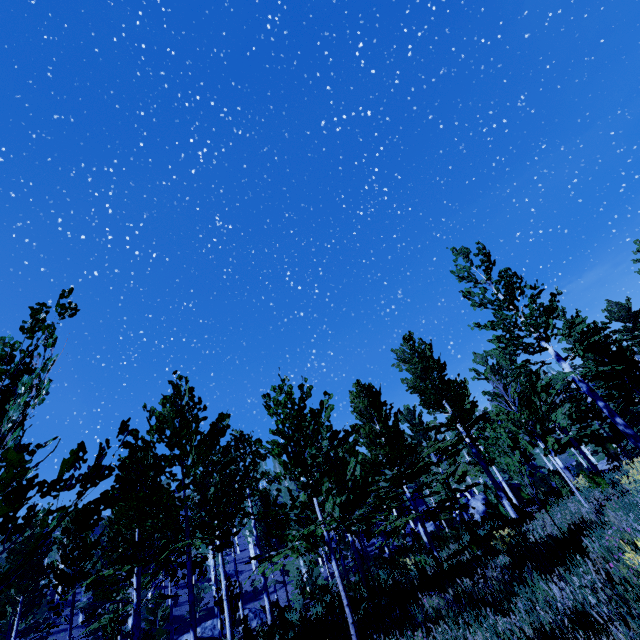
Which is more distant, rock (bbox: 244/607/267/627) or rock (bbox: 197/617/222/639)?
rock (bbox: 244/607/267/627)

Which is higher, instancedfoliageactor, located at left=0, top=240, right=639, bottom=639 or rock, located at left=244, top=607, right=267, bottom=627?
instancedfoliageactor, located at left=0, top=240, right=639, bottom=639

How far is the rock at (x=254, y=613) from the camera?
25.58m

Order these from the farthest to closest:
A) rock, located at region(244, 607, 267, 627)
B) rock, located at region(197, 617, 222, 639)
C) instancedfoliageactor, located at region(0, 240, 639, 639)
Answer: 1. rock, located at region(244, 607, 267, 627)
2. rock, located at region(197, 617, 222, 639)
3. instancedfoliageactor, located at region(0, 240, 639, 639)

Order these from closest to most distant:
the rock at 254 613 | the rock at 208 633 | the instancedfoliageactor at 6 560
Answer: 1. the instancedfoliageactor at 6 560
2. the rock at 208 633
3. the rock at 254 613

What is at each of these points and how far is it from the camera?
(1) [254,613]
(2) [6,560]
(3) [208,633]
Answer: (1) rock, 26.4 meters
(2) instancedfoliageactor, 17.3 meters
(3) rock, 24.6 meters

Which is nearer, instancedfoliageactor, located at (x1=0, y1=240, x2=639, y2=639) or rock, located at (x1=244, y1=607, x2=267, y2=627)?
instancedfoliageactor, located at (x1=0, y1=240, x2=639, y2=639)
